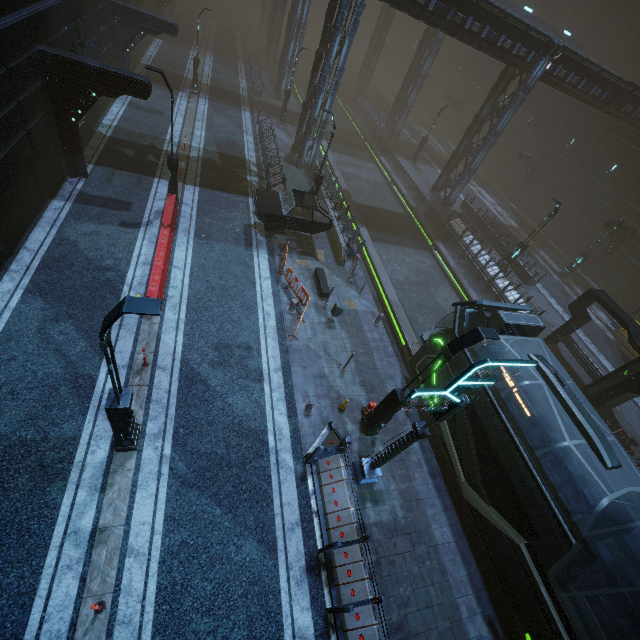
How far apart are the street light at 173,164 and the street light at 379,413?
13.4m

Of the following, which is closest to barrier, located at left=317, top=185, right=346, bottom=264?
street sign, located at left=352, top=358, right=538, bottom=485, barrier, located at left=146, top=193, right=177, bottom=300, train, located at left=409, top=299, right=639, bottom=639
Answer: train, located at left=409, top=299, right=639, bottom=639

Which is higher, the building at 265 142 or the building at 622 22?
the building at 622 22

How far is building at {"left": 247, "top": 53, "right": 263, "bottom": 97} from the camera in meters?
31.6

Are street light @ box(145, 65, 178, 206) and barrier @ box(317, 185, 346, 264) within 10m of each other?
yes

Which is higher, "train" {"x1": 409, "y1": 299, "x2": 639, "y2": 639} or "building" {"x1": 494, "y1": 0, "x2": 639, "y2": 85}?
"building" {"x1": 494, "y1": 0, "x2": 639, "y2": 85}

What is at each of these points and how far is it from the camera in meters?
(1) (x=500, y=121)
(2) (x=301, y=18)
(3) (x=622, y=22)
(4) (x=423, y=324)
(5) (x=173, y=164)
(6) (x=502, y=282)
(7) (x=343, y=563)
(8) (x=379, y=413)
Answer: (1) building, 24.0 m
(2) building, 30.5 m
(3) building, 41.1 m
(4) train rail, 18.4 m
(5) street light, 14.6 m
(6) building, 21.6 m
(7) building, 8.2 m
(8) street light, 10.6 m

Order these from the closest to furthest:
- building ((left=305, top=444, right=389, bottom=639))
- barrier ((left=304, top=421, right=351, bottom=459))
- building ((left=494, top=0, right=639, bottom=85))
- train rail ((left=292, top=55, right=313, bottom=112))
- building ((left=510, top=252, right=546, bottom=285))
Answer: building ((left=305, top=444, right=389, bottom=639))
barrier ((left=304, top=421, right=351, bottom=459))
building ((left=510, top=252, right=546, bottom=285))
building ((left=494, top=0, right=639, bottom=85))
train rail ((left=292, top=55, right=313, bottom=112))
